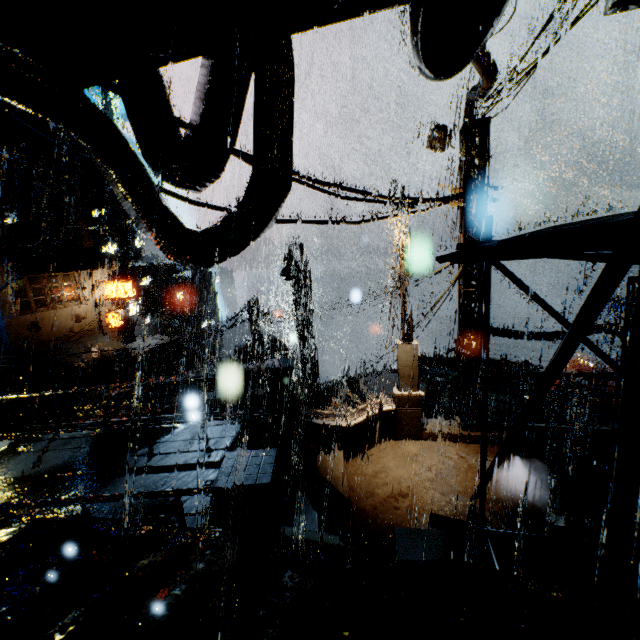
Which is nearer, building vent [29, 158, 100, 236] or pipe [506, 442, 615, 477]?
pipe [506, 442, 615, 477]

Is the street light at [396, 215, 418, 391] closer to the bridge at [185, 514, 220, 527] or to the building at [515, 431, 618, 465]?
the bridge at [185, 514, 220, 527]

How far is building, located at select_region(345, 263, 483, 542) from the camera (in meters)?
7.89

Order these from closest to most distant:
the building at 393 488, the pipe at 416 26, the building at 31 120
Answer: the pipe at 416 26 → the building at 393 488 → the building at 31 120

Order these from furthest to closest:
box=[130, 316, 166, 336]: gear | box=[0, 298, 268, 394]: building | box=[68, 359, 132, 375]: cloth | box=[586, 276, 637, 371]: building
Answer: box=[130, 316, 166, 336]: gear, box=[68, 359, 132, 375]: cloth, box=[0, 298, 268, 394]: building, box=[586, 276, 637, 371]: building

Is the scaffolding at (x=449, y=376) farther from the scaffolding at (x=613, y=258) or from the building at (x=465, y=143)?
the scaffolding at (x=613, y=258)

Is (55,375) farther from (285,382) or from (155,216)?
(155,216)

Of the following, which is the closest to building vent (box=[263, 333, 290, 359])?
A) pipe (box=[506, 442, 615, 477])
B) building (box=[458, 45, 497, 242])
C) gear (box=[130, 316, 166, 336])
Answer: building (box=[458, 45, 497, 242])
